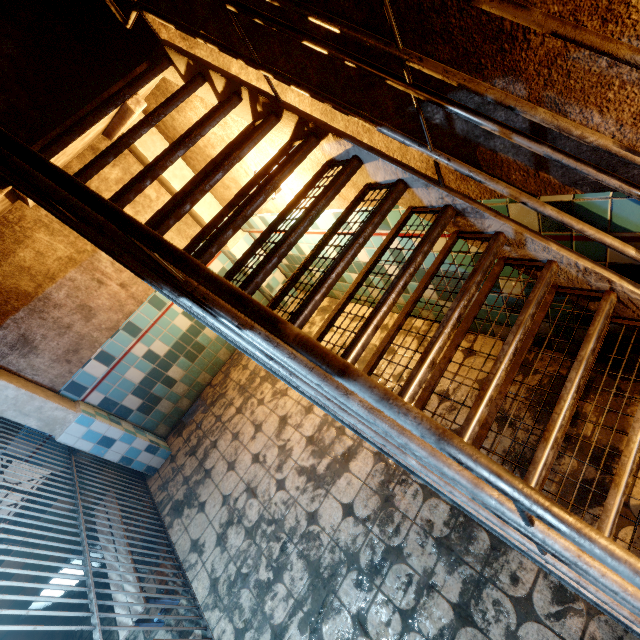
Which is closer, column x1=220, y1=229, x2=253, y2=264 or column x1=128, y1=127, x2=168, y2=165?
column x1=128, y1=127, x2=168, y2=165

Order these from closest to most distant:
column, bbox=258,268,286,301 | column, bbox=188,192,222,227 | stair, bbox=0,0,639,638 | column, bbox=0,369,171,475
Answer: stair, bbox=0,0,639,638
column, bbox=0,369,171,475
column, bbox=188,192,222,227
column, bbox=258,268,286,301

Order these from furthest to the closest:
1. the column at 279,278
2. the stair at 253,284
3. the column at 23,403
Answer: the column at 279,278
the column at 23,403
the stair at 253,284

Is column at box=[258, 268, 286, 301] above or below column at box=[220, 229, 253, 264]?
below

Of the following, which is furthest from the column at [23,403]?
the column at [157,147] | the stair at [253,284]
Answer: the column at [157,147]

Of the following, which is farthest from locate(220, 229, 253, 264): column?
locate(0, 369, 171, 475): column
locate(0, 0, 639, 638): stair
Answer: locate(0, 369, 171, 475): column

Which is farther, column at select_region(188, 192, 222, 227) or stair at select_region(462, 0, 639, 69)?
column at select_region(188, 192, 222, 227)

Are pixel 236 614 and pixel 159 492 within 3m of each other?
yes
